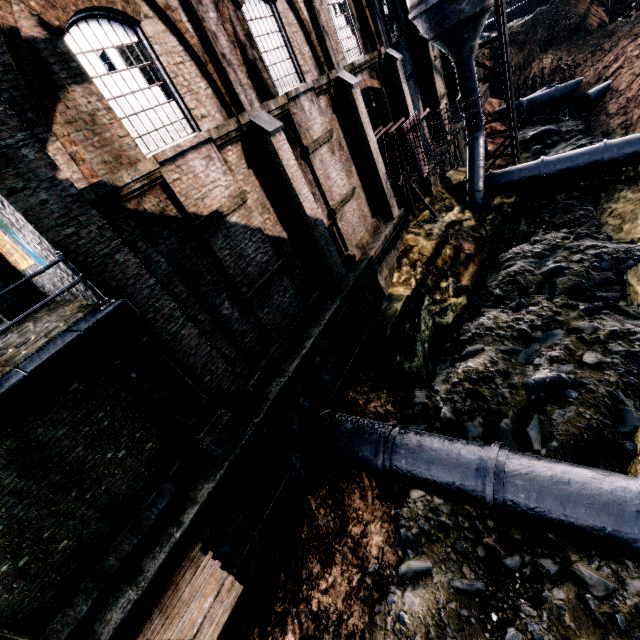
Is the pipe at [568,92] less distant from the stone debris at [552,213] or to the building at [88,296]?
the stone debris at [552,213]

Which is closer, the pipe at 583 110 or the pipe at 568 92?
the pipe at 583 110

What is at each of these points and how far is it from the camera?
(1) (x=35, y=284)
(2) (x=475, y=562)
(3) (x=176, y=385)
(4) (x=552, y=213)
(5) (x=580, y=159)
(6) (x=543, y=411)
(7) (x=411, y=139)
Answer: (1) building, 10.8m
(2) stone debris, 8.5m
(3) column, 8.1m
(4) stone debris, 20.0m
(5) pipe, 18.6m
(6) stone debris, 10.5m
(7) ship construction, 15.8m

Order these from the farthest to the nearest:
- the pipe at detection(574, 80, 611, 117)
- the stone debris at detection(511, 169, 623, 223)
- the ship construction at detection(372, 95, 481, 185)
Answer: the pipe at detection(574, 80, 611, 117)
the stone debris at detection(511, 169, 623, 223)
the ship construction at detection(372, 95, 481, 185)

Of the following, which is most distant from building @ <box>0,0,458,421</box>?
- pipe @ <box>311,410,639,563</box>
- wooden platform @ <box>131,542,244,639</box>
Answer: wooden platform @ <box>131,542,244,639</box>

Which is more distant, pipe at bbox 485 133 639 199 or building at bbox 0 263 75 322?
pipe at bbox 485 133 639 199

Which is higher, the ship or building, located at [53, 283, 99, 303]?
building, located at [53, 283, 99, 303]

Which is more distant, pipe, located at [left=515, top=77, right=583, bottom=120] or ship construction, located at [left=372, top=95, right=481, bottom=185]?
pipe, located at [left=515, top=77, right=583, bottom=120]
